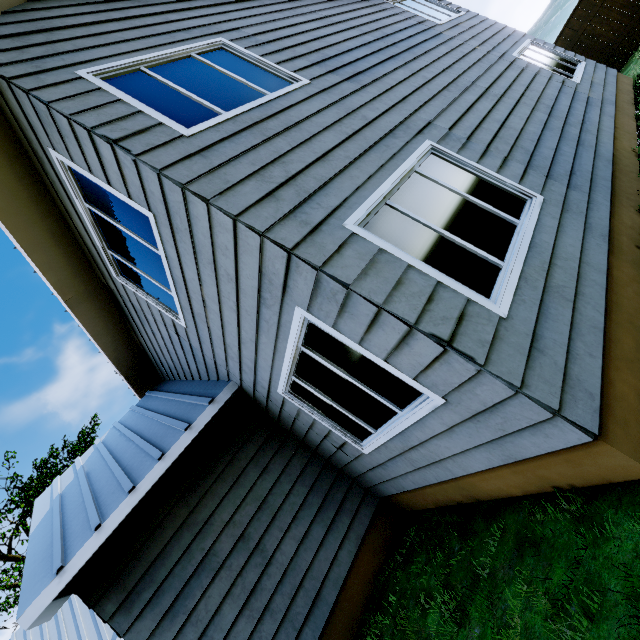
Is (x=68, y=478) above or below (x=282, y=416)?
above
